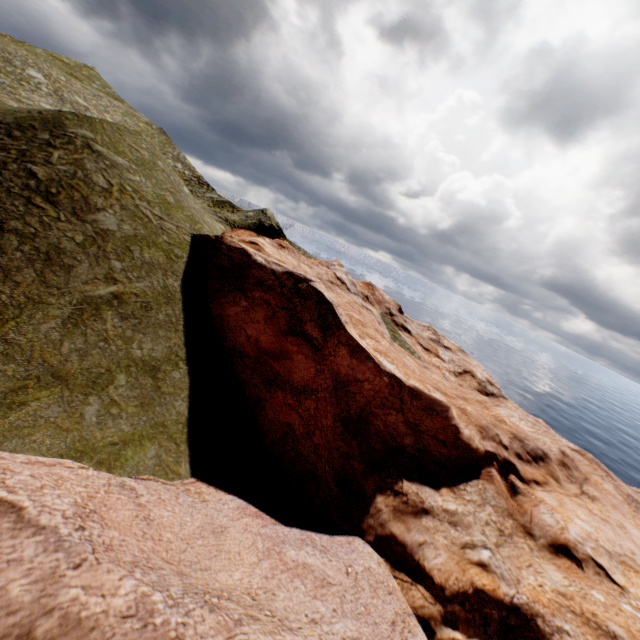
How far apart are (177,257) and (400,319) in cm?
2527
